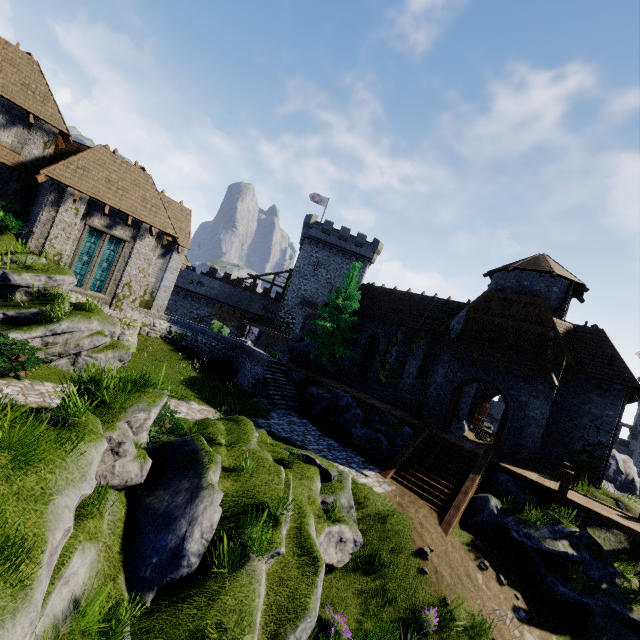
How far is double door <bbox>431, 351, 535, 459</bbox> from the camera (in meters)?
17.28

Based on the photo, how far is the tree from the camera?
25.08m

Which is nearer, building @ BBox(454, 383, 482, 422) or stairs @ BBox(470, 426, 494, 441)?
building @ BBox(454, 383, 482, 422)

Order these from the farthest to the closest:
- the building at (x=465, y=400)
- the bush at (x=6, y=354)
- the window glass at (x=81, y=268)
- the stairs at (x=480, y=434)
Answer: the stairs at (x=480, y=434)
the building at (x=465, y=400)
the window glass at (x=81, y=268)
the bush at (x=6, y=354)

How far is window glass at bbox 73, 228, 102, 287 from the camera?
17.8m

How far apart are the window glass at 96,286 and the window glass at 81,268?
0.2m

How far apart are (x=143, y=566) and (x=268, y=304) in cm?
4138

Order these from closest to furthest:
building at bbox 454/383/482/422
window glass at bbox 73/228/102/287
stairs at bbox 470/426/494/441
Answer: window glass at bbox 73/228/102/287 → building at bbox 454/383/482/422 → stairs at bbox 470/426/494/441
